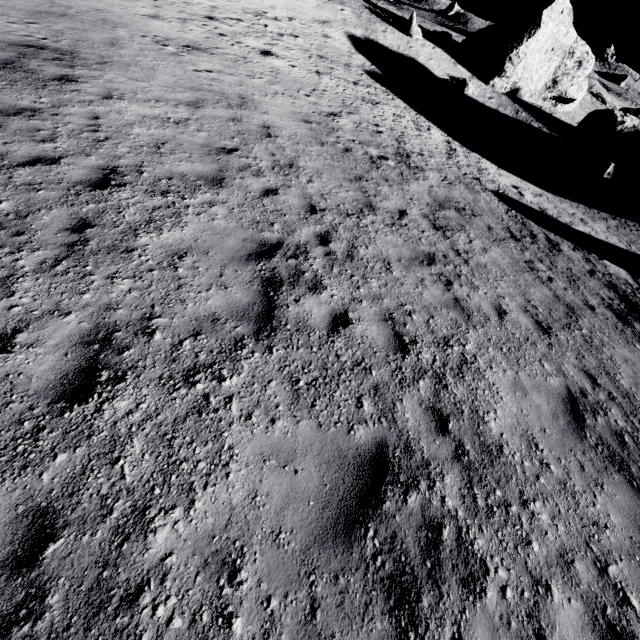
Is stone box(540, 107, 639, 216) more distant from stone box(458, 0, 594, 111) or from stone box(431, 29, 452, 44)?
stone box(431, 29, 452, 44)

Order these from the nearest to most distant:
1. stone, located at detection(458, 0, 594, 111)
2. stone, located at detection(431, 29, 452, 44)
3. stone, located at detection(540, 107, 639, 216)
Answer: stone, located at detection(540, 107, 639, 216), stone, located at detection(458, 0, 594, 111), stone, located at detection(431, 29, 452, 44)

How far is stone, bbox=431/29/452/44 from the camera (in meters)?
31.14

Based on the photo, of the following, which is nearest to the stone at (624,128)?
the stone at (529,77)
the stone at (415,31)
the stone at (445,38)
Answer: the stone at (529,77)

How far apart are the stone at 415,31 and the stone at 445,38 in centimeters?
300cm

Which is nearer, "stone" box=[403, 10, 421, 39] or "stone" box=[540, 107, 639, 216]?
"stone" box=[540, 107, 639, 216]

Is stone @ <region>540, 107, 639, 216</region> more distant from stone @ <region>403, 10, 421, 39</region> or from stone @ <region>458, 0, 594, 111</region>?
stone @ <region>403, 10, 421, 39</region>

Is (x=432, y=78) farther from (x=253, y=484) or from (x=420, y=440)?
(x=253, y=484)
